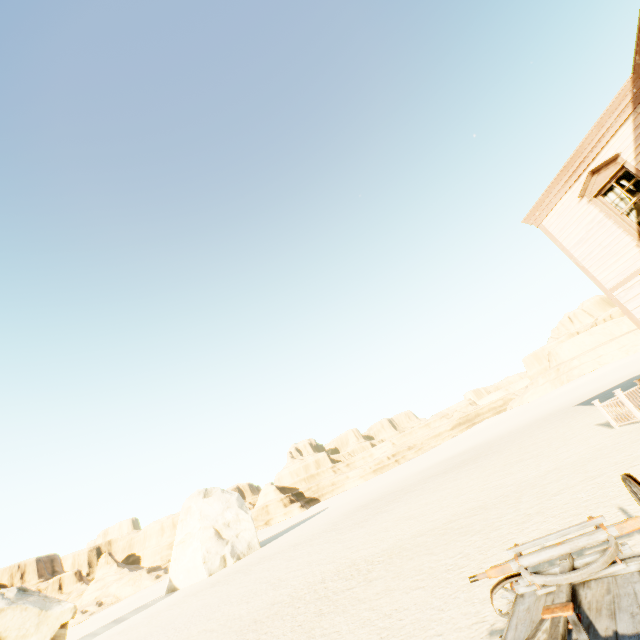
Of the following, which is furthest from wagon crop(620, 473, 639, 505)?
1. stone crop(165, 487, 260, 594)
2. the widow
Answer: stone crop(165, 487, 260, 594)

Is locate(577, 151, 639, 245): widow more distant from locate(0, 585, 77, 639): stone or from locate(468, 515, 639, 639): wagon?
locate(0, 585, 77, 639): stone

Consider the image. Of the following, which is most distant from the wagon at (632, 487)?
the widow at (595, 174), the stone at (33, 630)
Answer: the stone at (33, 630)

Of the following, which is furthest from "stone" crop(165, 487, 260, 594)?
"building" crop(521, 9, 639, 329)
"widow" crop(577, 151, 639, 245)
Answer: "widow" crop(577, 151, 639, 245)

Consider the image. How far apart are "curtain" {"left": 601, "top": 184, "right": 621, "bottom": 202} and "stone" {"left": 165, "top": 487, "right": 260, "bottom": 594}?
34.1 meters

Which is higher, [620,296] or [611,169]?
[611,169]

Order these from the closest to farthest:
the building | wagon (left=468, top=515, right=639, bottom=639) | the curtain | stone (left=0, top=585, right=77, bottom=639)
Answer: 1. wagon (left=468, top=515, right=639, bottom=639)
2. the building
3. the curtain
4. stone (left=0, top=585, right=77, bottom=639)

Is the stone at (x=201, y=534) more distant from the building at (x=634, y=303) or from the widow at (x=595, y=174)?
the widow at (x=595, y=174)
